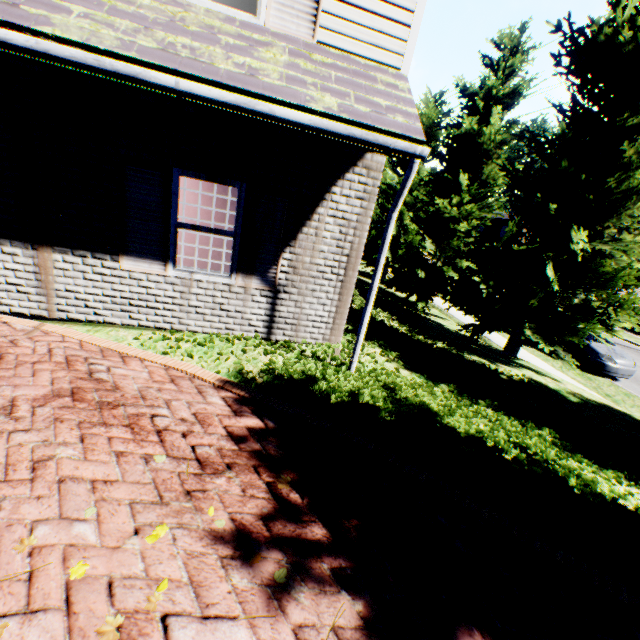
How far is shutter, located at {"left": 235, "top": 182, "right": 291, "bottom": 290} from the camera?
4.9m

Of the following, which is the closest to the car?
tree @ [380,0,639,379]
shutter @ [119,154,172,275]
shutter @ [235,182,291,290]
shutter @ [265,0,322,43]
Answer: tree @ [380,0,639,379]

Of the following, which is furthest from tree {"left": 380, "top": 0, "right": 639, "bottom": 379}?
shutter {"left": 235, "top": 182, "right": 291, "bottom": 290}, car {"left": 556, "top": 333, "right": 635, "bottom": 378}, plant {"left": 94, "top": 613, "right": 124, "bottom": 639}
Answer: plant {"left": 94, "top": 613, "right": 124, "bottom": 639}

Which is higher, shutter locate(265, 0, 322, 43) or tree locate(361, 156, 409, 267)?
shutter locate(265, 0, 322, 43)

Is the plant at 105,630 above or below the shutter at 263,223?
below

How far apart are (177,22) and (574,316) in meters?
9.6 m

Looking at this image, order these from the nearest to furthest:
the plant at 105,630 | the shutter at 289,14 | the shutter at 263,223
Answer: the plant at 105,630 < the shutter at 289,14 < the shutter at 263,223
